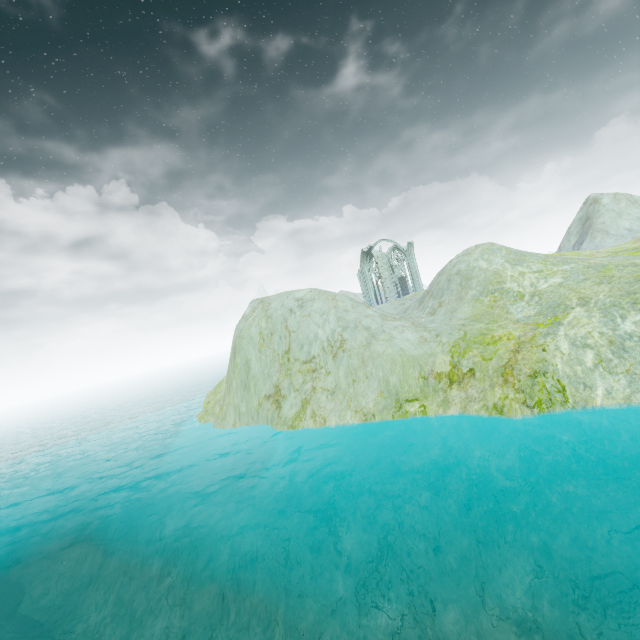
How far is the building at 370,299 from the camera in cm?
4719

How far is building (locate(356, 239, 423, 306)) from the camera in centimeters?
4719cm

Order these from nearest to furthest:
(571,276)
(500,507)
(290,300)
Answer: (500,507) → (571,276) → (290,300)
